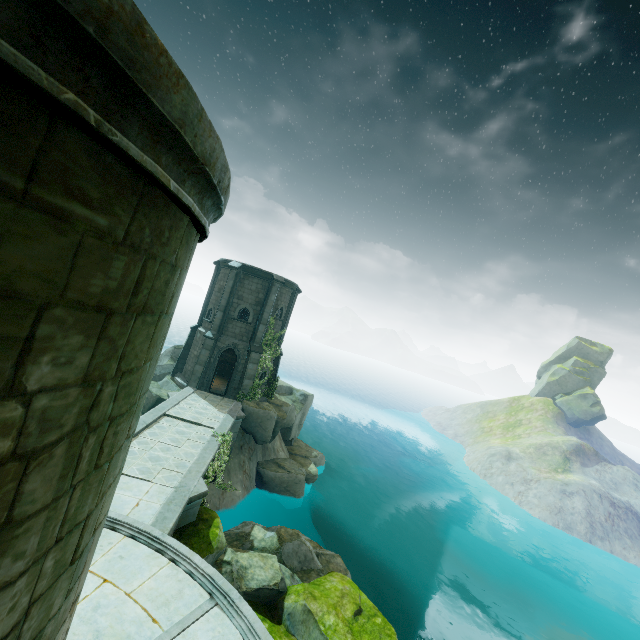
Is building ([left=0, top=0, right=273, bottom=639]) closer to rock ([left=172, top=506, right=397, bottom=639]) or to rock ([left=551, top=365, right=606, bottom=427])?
rock ([left=172, top=506, right=397, bottom=639])

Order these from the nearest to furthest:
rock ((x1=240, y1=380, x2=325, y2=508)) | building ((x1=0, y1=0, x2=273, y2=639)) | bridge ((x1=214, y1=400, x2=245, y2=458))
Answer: building ((x1=0, y1=0, x2=273, y2=639)), bridge ((x1=214, y1=400, x2=245, y2=458)), rock ((x1=240, y1=380, x2=325, y2=508))

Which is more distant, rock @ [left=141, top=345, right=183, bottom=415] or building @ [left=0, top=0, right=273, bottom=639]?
rock @ [left=141, top=345, right=183, bottom=415]

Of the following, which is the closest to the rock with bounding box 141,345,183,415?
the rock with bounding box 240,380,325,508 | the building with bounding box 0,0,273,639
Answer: the rock with bounding box 240,380,325,508

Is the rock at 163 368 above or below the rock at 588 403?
below

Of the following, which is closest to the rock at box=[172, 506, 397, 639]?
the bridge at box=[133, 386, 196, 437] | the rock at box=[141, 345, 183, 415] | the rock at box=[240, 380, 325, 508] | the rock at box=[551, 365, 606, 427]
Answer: the bridge at box=[133, 386, 196, 437]

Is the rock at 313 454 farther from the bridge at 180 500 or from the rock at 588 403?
the rock at 588 403

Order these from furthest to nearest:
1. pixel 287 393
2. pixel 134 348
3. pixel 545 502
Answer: pixel 545 502 → pixel 287 393 → pixel 134 348
